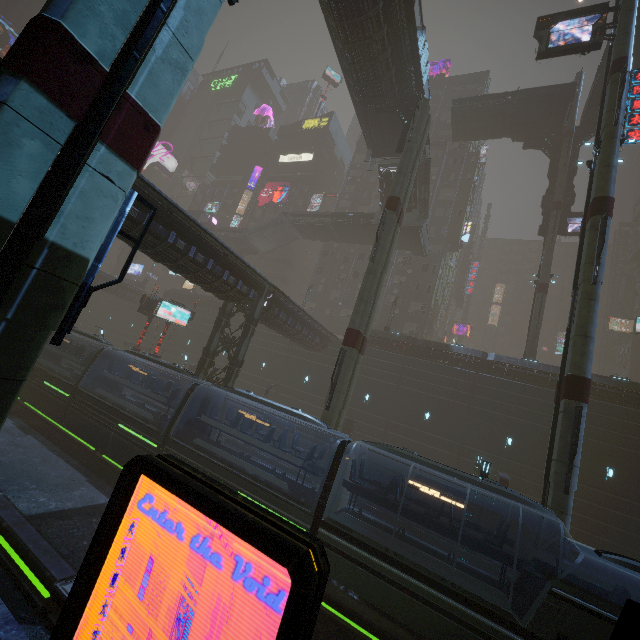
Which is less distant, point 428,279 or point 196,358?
point 196,358

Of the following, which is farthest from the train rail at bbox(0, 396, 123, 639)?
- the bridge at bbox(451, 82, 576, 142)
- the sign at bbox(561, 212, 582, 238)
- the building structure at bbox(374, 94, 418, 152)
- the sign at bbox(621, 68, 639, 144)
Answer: the bridge at bbox(451, 82, 576, 142)

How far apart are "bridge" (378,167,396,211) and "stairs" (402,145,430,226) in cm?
1

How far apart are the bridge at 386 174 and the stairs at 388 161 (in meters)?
0.01

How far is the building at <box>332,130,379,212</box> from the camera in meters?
50.7 m

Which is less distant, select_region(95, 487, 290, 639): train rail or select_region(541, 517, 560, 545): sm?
select_region(95, 487, 290, 639): train rail

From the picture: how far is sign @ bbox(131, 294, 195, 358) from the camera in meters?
25.7

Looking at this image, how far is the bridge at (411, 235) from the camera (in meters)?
34.56
